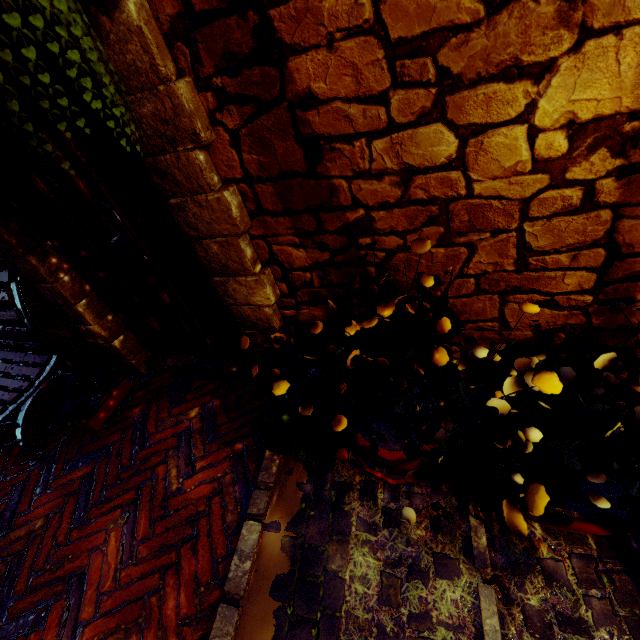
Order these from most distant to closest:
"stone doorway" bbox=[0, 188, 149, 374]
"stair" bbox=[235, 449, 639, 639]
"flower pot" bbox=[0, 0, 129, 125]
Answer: "stone doorway" bbox=[0, 188, 149, 374] → "stair" bbox=[235, 449, 639, 639] → "flower pot" bbox=[0, 0, 129, 125]

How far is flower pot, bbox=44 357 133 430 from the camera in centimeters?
226cm

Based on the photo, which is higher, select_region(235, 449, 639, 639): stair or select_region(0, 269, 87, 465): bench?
select_region(0, 269, 87, 465): bench

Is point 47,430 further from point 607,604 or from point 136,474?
point 607,604

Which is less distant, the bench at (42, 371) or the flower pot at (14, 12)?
the flower pot at (14, 12)

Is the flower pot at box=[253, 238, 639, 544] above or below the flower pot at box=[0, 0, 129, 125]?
below

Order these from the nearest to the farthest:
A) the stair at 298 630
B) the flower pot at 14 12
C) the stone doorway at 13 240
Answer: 1. the flower pot at 14 12
2. the stair at 298 630
3. the stone doorway at 13 240

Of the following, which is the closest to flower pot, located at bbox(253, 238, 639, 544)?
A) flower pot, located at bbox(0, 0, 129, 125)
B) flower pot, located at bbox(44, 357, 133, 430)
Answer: flower pot, located at bbox(0, 0, 129, 125)
